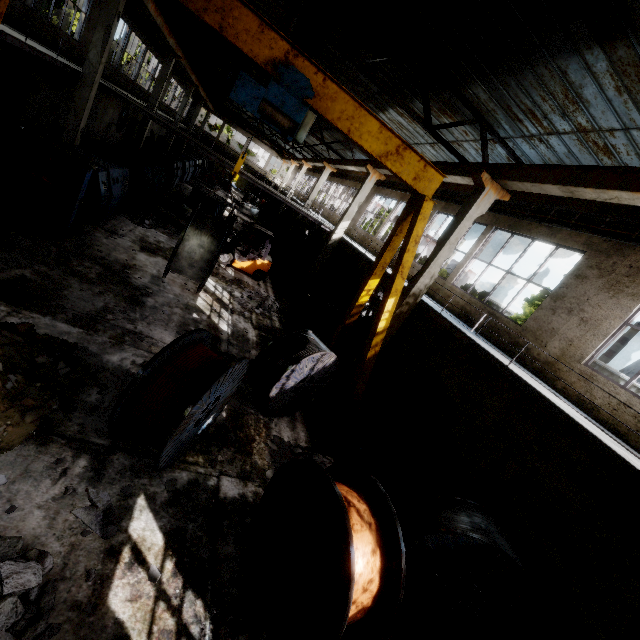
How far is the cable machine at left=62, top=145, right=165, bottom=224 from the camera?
11.0 meters

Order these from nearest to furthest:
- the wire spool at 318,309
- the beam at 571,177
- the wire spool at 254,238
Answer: the beam at 571,177, the wire spool at 318,309, the wire spool at 254,238

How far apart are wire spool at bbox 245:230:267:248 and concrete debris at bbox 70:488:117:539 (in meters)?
19.73

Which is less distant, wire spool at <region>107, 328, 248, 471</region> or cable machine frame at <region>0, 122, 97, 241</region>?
wire spool at <region>107, 328, 248, 471</region>

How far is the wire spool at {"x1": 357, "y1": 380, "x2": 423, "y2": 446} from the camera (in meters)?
9.65

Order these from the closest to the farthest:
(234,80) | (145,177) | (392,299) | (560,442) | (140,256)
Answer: (234,80)
(560,442)
(392,299)
(140,256)
(145,177)

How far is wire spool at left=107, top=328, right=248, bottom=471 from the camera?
4.4m

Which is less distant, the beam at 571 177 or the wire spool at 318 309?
the beam at 571 177
